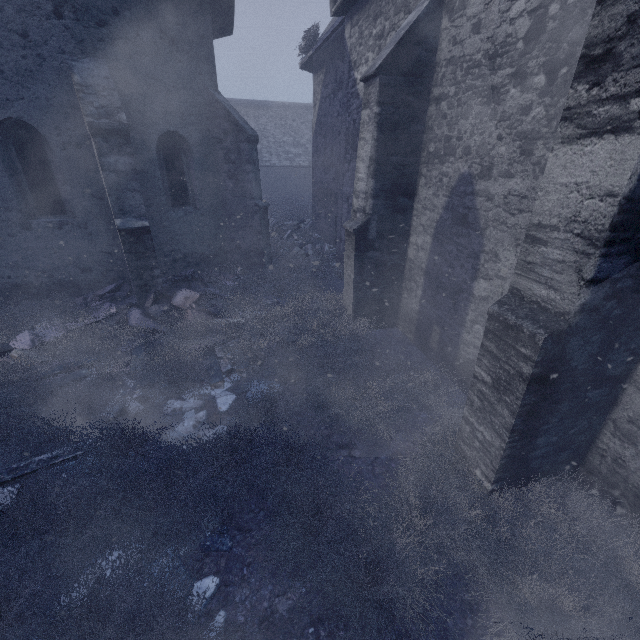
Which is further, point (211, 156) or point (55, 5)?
point (211, 156)

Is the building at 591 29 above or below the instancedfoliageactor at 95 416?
above

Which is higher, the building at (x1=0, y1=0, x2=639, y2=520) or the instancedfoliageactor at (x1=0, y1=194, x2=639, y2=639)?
the building at (x1=0, y1=0, x2=639, y2=520)
